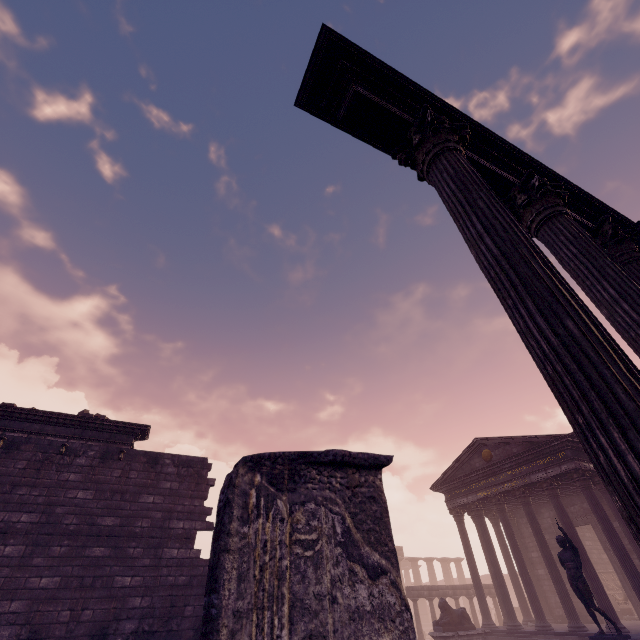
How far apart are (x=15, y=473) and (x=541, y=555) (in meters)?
20.25

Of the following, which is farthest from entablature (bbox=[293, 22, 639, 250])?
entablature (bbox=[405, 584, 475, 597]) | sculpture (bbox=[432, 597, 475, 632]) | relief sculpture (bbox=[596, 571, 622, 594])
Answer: relief sculpture (bbox=[596, 571, 622, 594])

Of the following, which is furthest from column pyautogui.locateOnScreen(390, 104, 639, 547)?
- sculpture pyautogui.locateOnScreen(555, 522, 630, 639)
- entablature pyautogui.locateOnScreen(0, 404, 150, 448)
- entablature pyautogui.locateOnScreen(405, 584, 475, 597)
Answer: entablature pyautogui.locateOnScreen(405, 584, 475, 597)

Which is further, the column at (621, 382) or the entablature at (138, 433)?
the entablature at (138, 433)

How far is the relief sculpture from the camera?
18.9m

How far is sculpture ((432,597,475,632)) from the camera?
14.0m

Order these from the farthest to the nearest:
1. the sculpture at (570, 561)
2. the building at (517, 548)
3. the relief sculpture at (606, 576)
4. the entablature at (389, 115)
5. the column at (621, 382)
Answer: the relief sculpture at (606, 576), the building at (517, 548), the sculpture at (570, 561), the entablature at (389, 115), the column at (621, 382)

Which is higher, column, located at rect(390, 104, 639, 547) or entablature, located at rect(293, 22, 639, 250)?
entablature, located at rect(293, 22, 639, 250)
